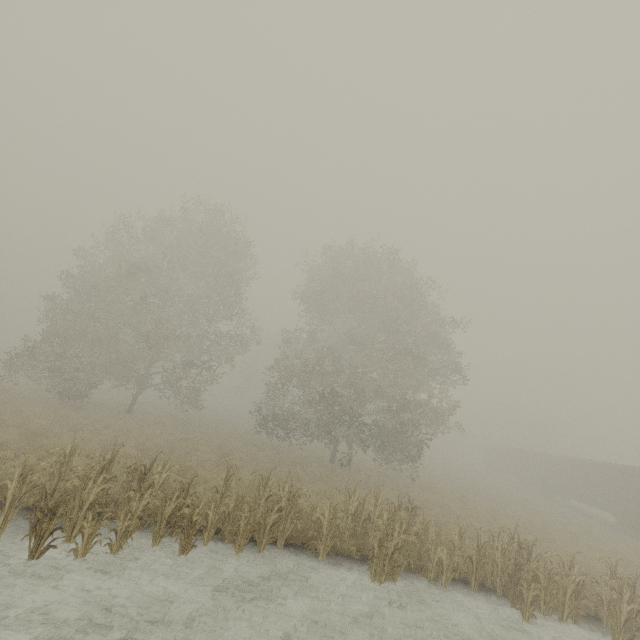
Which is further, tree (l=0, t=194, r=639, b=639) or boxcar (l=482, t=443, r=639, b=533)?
boxcar (l=482, t=443, r=639, b=533)

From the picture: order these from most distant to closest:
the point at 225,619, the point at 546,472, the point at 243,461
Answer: the point at 546,472
the point at 243,461
the point at 225,619

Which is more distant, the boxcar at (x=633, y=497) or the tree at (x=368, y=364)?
the boxcar at (x=633, y=497)
